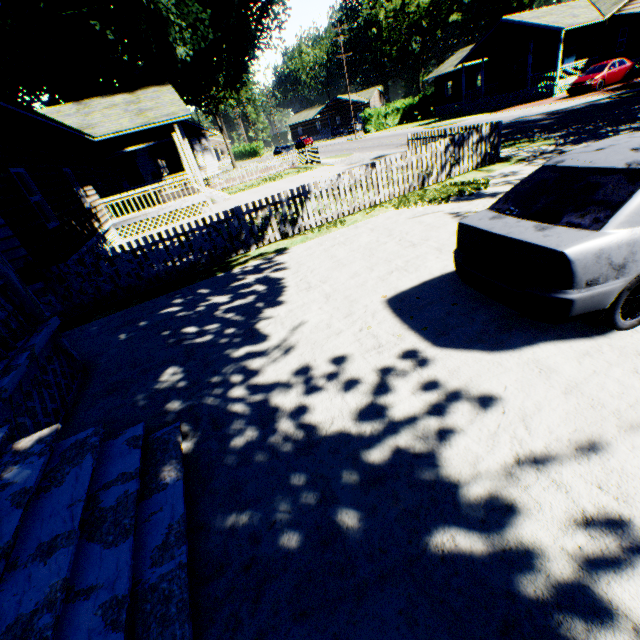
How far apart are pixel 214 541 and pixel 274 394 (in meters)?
1.62

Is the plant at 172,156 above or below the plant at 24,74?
below

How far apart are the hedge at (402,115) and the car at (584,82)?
24.18m

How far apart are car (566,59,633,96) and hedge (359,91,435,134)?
24.2m

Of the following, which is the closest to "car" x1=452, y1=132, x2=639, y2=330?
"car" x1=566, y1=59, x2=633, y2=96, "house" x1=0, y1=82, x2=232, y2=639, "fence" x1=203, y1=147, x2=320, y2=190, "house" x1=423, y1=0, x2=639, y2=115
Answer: "house" x1=0, y1=82, x2=232, y2=639

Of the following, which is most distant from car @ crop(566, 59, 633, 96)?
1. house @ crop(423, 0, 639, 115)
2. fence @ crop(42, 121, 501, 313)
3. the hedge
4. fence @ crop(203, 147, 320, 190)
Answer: the hedge

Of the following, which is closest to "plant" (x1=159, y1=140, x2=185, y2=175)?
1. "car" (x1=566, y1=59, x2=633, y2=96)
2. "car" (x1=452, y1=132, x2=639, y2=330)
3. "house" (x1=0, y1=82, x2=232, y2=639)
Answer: "house" (x1=0, y1=82, x2=232, y2=639)

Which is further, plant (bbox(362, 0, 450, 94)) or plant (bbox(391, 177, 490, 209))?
plant (bbox(362, 0, 450, 94))
